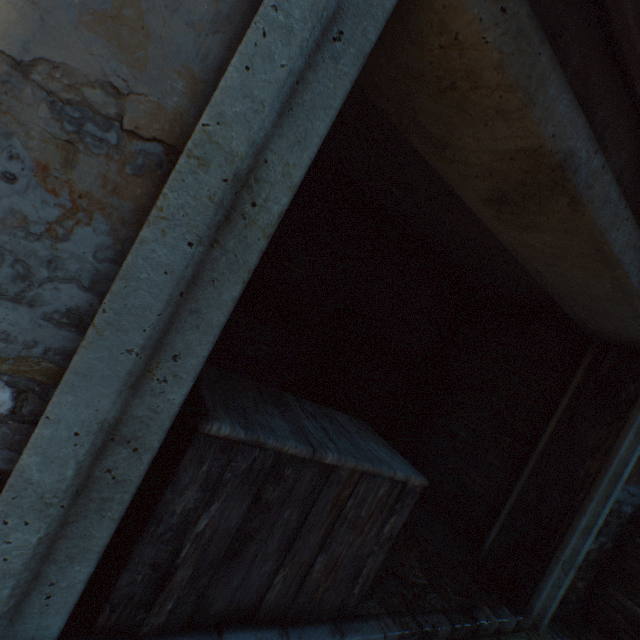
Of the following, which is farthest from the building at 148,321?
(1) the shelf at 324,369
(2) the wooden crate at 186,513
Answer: (1) the shelf at 324,369

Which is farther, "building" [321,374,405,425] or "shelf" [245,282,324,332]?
"building" [321,374,405,425]

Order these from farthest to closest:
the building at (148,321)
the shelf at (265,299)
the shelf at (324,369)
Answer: the shelf at (324,369), the shelf at (265,299), the building at (148,321)

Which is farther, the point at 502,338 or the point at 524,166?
the point at 502,338

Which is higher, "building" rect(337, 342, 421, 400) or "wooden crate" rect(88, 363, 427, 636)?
"building" rect(337, 342, 421, 400)

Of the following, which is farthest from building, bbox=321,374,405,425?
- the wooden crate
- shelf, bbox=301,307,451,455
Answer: shelf, bbox=301,307,451,455

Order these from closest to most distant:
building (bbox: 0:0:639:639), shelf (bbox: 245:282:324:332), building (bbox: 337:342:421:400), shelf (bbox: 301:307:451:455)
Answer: building (bbox: 0:0:639:639)
shelf (bbox: 245:282:324:332)
shelf (bbox: 301:307:451:455)
building (bbox: 337:342:421:400)
